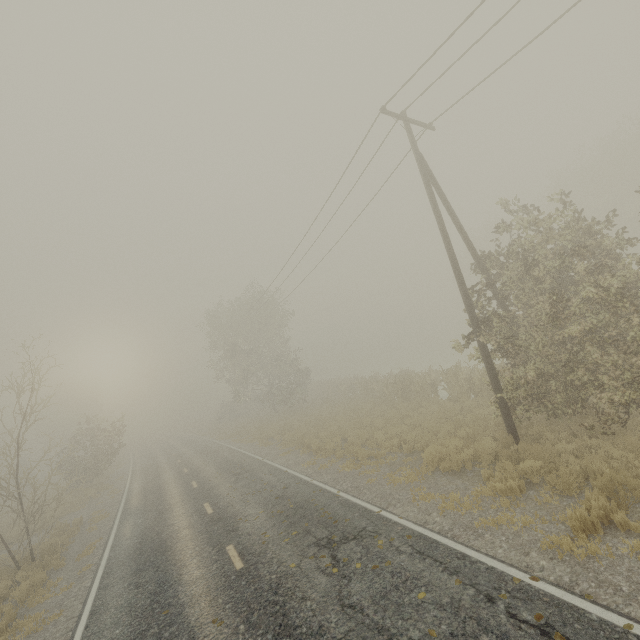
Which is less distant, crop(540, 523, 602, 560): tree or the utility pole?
crop(540, 523, 602, 560): tree

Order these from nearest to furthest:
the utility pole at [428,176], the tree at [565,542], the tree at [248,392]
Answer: the tree at [565,542] < the utility pole at [428,176] < the tree at [248,392]

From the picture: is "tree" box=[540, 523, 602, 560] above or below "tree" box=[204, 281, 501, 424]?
below

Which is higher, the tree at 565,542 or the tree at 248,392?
the tree at 248,392

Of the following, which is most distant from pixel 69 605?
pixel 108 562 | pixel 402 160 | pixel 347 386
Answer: pixel 347 386

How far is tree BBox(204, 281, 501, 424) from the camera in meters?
19.3

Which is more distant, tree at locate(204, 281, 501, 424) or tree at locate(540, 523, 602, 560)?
tree at locate(204, 281, 501, 424)

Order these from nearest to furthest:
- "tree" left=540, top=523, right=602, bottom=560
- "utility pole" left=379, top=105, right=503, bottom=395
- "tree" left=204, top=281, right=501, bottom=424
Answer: "tree" left=540, top=523, right=602, bottom=560 → "utility pole" left=379, top=105, right=503, bottom=395 → "tree" left=204, top=281, right=501, bottom=424
